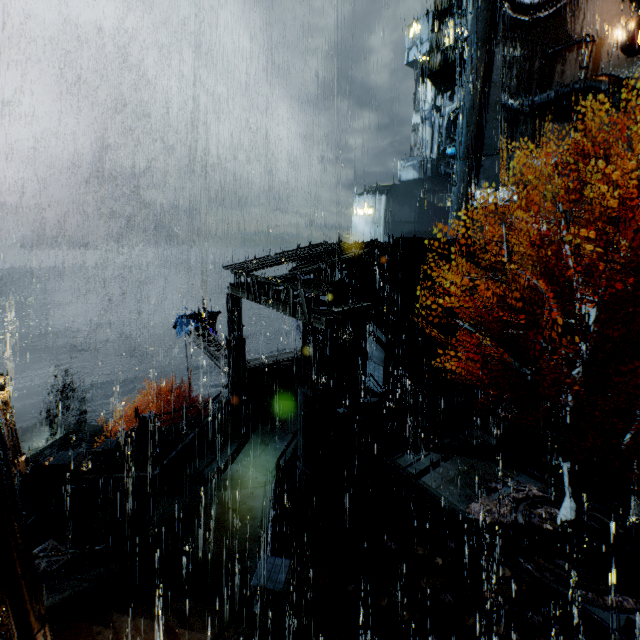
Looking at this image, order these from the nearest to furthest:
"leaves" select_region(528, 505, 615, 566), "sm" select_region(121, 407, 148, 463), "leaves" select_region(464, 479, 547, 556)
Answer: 1. "leaves" select_region(528, 505, 615, 566)
2. "leaves" select_region(464, 479, 547, 556)
3. "sm" select_region(121, 407, 148, 463)

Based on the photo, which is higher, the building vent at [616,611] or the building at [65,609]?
the building at [65,609]

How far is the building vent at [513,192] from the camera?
29.3m

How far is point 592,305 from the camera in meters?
9.9 m

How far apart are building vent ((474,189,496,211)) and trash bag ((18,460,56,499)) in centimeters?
3729cm

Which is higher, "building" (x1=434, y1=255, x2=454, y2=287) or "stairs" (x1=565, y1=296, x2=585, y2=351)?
"building" (x1=434, y1=255, x2=454, y2=287)

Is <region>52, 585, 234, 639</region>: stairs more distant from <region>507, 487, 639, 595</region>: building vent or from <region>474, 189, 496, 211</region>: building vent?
<region>474, 189, 496, 211</region>: building vent

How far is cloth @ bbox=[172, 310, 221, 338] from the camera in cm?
2648
